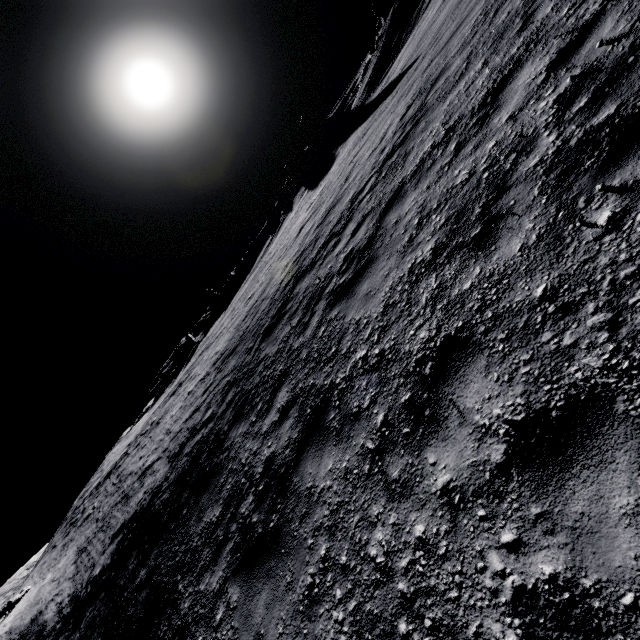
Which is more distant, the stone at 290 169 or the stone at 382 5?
the stone at 290 169

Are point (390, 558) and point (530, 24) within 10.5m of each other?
yes

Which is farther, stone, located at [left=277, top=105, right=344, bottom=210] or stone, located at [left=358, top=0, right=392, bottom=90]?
stone, located at [left=277, top=105, right=344, bottom=210]

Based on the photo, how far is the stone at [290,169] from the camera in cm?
3712

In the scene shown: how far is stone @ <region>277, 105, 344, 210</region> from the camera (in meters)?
37.12
